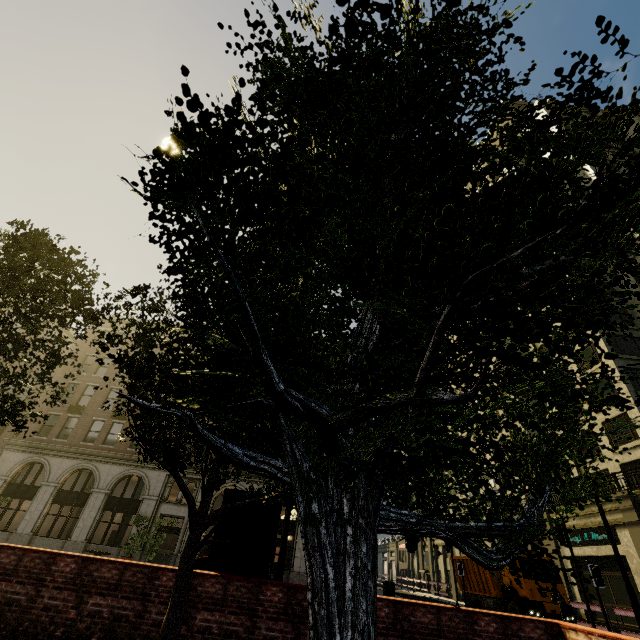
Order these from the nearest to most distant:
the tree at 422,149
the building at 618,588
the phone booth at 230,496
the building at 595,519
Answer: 1. the tree at 422,149
2. the phone booth at 230,496
3. the building at 618,588
4. the building at 595,519

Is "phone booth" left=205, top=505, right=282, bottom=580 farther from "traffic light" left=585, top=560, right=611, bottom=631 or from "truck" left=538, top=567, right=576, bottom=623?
"truck" left=538, top=567, right=576, bottom=623

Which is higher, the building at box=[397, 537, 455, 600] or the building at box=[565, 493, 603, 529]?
the building at box=[565, 493, 603, 529]

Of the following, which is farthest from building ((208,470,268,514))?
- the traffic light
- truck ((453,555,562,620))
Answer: the traffic light

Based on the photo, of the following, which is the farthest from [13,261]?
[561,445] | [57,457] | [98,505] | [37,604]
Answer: [57,457]

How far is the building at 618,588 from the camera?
19.12m

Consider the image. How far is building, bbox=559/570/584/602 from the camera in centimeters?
2152cm
